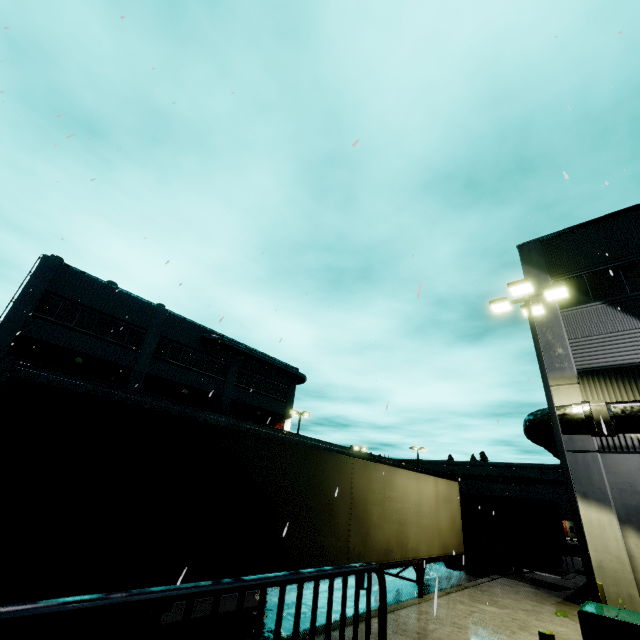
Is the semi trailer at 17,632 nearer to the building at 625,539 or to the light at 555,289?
the building at 625,539

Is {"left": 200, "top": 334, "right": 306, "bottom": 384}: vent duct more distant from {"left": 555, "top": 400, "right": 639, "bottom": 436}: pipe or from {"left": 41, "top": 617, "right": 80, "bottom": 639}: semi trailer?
{"left": 555, "top": 400, "right": 639, "bottom": 436}: pipe

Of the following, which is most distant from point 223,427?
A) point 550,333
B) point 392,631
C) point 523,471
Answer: point 523,471

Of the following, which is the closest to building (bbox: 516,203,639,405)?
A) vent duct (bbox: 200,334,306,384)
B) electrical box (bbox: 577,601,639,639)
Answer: vent duct (bbox: 200,334,306,384)

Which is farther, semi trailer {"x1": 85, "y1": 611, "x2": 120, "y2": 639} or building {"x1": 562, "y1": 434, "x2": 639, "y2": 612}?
building {"x1": 562, "y1": 434, "x2": 639, "y2": 612}

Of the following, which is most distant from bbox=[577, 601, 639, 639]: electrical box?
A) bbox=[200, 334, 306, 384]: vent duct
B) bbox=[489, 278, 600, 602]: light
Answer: bbox=[200, 334, 306, 384]: vent duct

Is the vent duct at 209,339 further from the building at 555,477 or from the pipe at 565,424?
the pipe at 565,424

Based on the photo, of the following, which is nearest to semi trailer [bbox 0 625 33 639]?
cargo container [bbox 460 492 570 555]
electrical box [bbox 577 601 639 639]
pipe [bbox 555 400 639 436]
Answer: cargo container [bbox 460 492 570 555]
